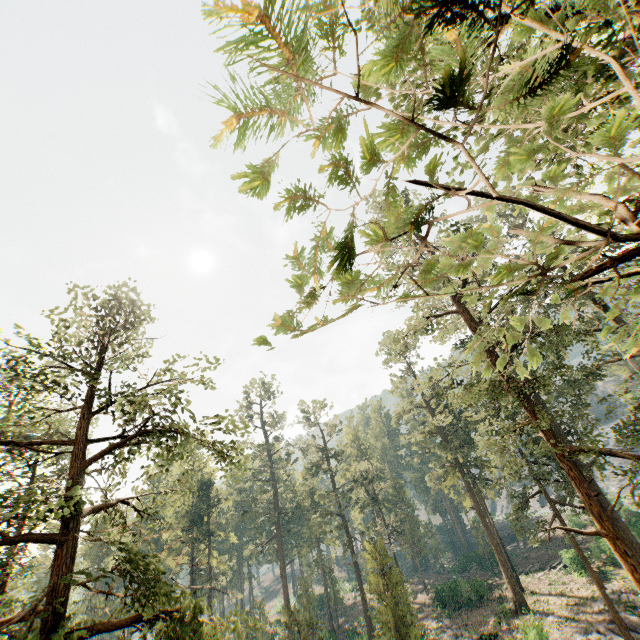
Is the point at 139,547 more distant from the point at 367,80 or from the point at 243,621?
the point at 367,80

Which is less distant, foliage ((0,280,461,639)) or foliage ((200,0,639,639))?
foliage ((200,0,639,639))

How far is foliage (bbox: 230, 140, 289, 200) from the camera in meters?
1.1

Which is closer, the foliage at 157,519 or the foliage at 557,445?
the foliage at 557,445

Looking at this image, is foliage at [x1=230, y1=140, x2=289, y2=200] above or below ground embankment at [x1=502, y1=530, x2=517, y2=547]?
above

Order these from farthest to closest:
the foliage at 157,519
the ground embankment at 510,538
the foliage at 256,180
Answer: Result: the ground embankment at 510,538 → the foliage at 157,519 → the foliage at 256,180

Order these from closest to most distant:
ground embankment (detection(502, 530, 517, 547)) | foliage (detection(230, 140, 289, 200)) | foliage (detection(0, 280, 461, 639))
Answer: foliage (detection(230, 140, 289, 200)) → foliage (detection(0, 280, 461, 639)) → ground embankment (detection(502, 530, 517, 547))

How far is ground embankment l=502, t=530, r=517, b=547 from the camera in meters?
57.4 m
